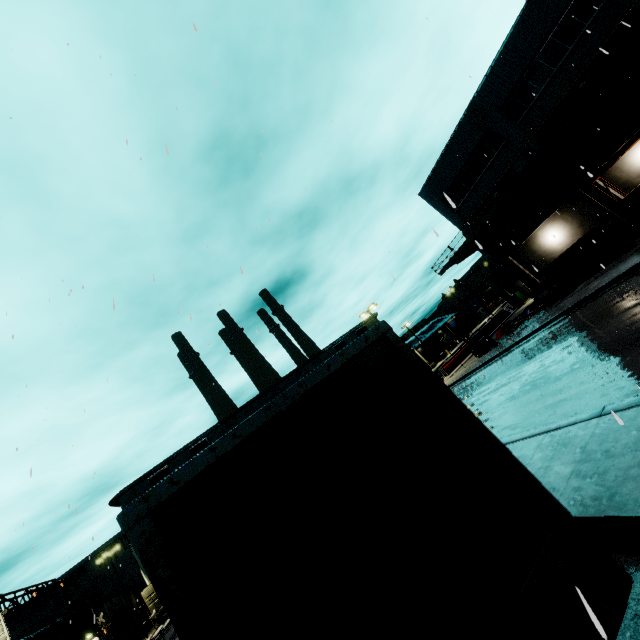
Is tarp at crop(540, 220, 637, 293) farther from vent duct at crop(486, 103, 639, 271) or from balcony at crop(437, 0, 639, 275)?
balcony at crop(437, 0, 639, 275)

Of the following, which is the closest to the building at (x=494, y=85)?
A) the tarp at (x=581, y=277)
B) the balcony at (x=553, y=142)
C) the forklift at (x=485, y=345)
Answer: the balcony at (x=553, y=142)

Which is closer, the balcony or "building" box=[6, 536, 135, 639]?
the balcony

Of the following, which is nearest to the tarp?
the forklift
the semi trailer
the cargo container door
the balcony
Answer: the semi trailer

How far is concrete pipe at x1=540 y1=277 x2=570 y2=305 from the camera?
21.0 meters

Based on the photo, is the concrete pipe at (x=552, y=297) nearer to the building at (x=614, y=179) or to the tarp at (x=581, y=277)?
the building at (x=614, y=179)

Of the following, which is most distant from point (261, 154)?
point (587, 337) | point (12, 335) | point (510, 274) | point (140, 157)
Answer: point (510, 274)

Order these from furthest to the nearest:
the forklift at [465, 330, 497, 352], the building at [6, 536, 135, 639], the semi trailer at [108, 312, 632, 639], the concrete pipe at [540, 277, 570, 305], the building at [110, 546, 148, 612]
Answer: the building at [110, 546, 148, 612] < the building at [6, 536, 135, 639] < the forklift at [465, 330, 497, 352] < the concrete pipe at [540, 277, 570, 305] < the semi trailer at [108, 312, 632, 639]
